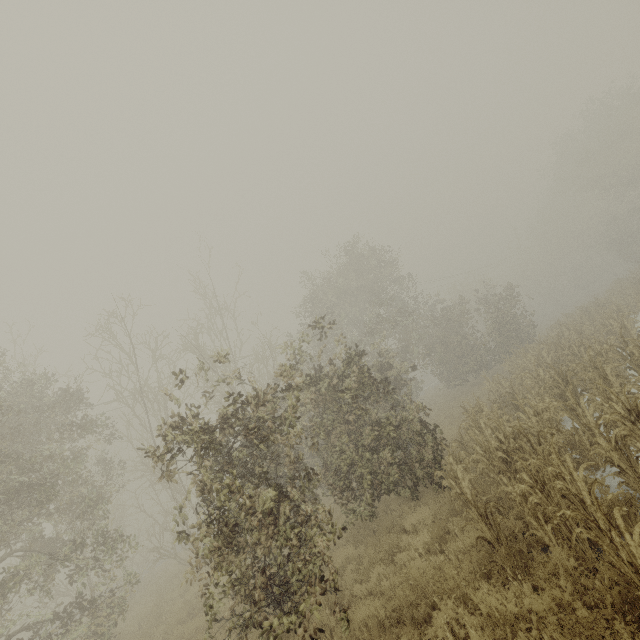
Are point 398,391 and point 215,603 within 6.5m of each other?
no
